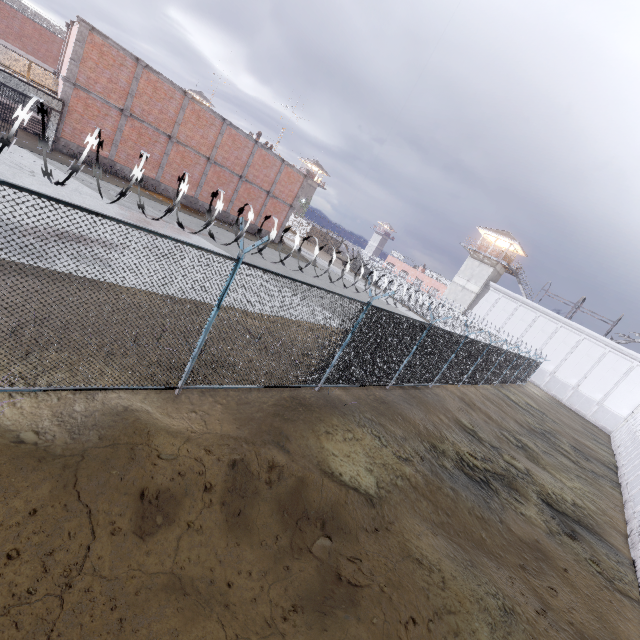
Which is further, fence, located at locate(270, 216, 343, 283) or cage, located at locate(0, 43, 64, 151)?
cage, located at locate(0, 43, 64, 151)

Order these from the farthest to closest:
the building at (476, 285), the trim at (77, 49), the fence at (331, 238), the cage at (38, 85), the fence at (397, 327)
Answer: the building at (476, 285) → the trim at (77, 49) → the cage at (38, 85) → the fence at (331, 238) → the fence at (397, 327)

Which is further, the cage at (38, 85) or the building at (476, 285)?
the building at (476, 285)

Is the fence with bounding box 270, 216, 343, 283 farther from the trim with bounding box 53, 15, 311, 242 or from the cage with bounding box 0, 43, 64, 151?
the trim with bounding box 53, 15, 311, 242

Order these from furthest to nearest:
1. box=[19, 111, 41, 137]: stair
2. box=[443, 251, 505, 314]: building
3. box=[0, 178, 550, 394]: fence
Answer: box=[443, 251, 505, 314]: building
box=[19, 111, 41, 137]: stair
box=[0, 178, 550, 394]: fence

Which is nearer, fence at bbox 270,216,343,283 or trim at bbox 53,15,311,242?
fence at bbox 270,216,343,283

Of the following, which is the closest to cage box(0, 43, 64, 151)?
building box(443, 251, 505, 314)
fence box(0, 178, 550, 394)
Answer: fence box(0, 178, 550, 394)

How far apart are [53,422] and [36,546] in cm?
183
